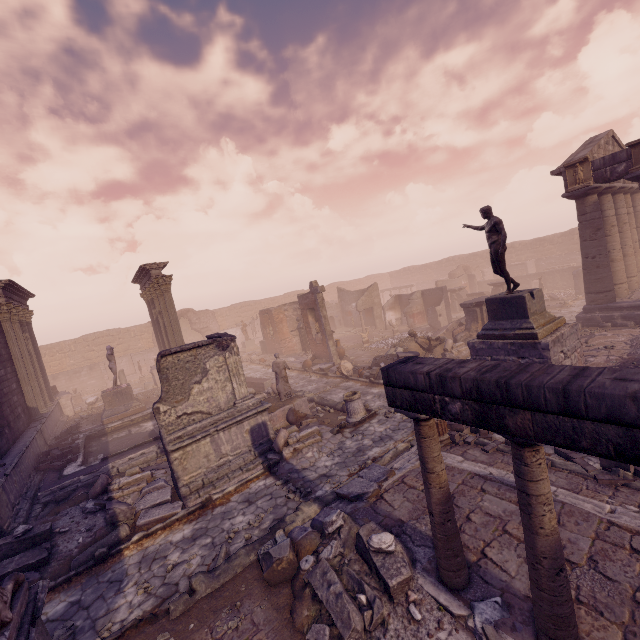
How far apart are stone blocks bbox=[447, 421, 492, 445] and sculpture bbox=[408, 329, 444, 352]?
6.9 meters

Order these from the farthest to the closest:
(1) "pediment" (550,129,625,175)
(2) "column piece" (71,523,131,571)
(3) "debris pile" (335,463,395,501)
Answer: (1) "pediment" (550,129,625,175), (2) "column piece" (71,523,131,571), (3) "debris pile" (335,463,395,501)

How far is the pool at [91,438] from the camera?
10.0 meters

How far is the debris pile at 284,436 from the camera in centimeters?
910cm

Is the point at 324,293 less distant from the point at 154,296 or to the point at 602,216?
the point at 154,296

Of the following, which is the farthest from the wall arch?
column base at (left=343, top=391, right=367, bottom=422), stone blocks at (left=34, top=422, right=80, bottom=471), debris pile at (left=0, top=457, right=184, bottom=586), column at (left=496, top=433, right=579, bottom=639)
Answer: column at (left=496, top=433, right=579, bottom=639)

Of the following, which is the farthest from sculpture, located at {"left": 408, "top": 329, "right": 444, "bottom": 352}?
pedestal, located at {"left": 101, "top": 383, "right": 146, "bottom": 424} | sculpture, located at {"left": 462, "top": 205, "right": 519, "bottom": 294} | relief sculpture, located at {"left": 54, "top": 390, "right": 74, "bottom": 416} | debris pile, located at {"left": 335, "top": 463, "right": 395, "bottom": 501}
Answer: relief sculpture, located at {"left": 54, "top": 390, "right": 74, "bottom": 416}

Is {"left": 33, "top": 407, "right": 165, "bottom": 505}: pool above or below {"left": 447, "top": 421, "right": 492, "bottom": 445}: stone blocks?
below
